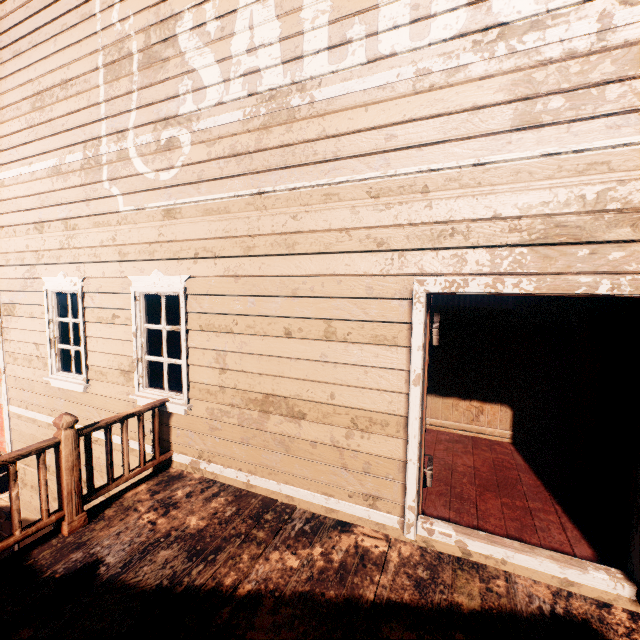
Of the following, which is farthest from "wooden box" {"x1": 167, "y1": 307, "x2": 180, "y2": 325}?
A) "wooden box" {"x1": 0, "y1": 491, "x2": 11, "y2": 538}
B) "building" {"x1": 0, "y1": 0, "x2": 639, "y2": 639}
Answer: "wooden box" {"x1": 0, "y1": 491, "x2": 11, "y2": 538}

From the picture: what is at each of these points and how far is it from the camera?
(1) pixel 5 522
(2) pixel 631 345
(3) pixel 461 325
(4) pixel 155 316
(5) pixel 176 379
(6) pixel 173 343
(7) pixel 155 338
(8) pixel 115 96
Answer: (1) wooden box, 8.0m
(2) bp, 3.1m
(3) wooden box, 4.9m
(4) wooden box, 5.5m
(5) wooden box, 5.7m
(6) wooden box, 6.4m
(7) wooden box, 5.5m
(8) building, 4.1m

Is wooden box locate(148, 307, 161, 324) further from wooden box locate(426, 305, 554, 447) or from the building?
wooden box locate(426, 305, 554, 447)

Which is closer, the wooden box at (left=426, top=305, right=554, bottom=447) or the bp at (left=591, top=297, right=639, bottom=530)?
the bp at (left=591, top=297, right=639, bottom=530)

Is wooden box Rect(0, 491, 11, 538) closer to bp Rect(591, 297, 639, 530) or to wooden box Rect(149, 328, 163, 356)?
wooden box Rect(149, 328, 163, 356)

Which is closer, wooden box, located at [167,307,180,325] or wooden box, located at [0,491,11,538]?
wooden box, located at [167,307,180,325]

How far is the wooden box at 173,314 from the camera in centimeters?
604cm

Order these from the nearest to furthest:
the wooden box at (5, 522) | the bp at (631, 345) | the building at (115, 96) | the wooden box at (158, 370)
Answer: the building at (115, 96) → the bp at (631, 345) → the wooden box at (158, 370) → the wooden box at (5, 522)
